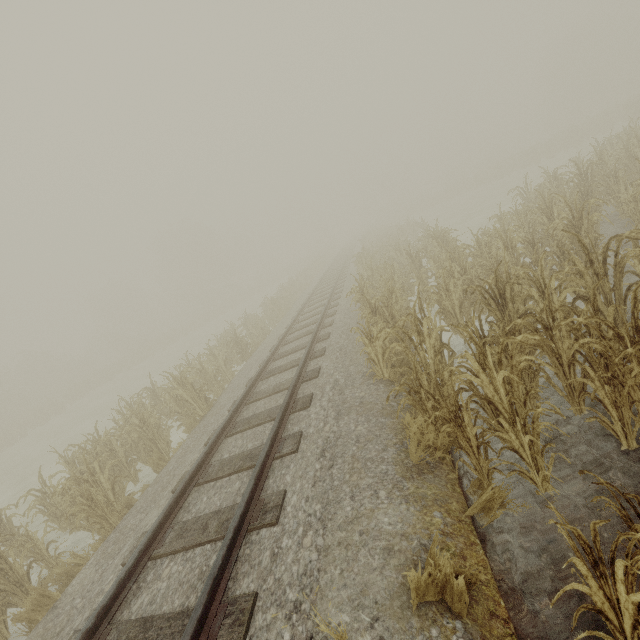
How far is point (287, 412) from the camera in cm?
617
